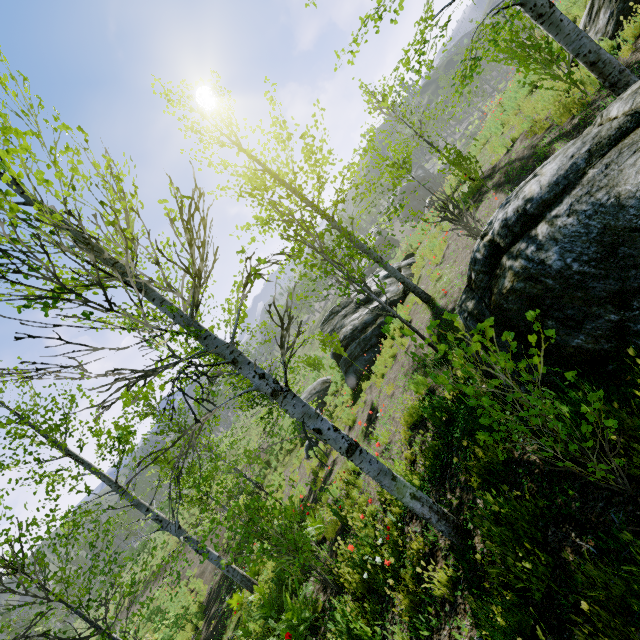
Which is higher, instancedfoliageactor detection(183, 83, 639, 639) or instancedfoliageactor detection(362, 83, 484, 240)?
instancedfoliageactor detection(362, 83, 484, 240)

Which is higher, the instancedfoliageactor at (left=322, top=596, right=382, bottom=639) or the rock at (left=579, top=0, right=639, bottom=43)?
the rock at (left=579, top=0, right=639, bottom=43)

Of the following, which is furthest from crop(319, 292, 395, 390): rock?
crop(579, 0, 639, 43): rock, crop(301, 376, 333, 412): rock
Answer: crop(579, 0, 639, 43): rock

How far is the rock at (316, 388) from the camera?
19.21m

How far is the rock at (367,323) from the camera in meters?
13.1 m

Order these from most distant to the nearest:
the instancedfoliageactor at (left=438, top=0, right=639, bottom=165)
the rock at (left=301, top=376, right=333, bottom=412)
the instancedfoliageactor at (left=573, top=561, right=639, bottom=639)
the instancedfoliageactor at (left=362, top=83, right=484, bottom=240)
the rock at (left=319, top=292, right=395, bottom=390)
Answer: the rock at (left=301, top=376, right=333, bottom=412) < the rock at (left=319, top=292, right=395, bottom=390) < the instancedfoliageactor at (left=362, top=83, right=484, bottom=240) < the instancedfoliageactor at (left=438, top=0, right=639, bottom=165) < the instancedfoliageactor at (left=573, top=561, right=639, bottom=639)

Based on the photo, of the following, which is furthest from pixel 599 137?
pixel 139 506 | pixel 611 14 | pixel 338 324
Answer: pixel 338 324

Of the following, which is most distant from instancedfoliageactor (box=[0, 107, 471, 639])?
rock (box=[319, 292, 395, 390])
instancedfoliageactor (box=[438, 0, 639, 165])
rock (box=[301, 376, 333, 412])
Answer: rock (box=[301, 376, 333, 412])
